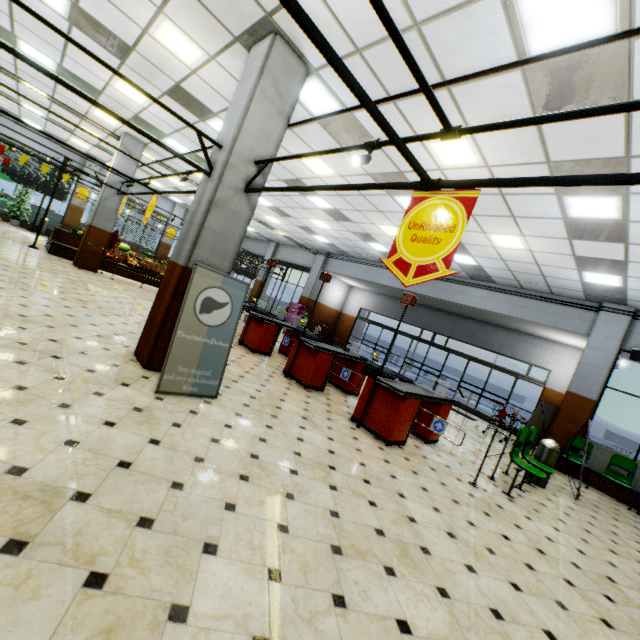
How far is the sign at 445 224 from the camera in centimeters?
230cm

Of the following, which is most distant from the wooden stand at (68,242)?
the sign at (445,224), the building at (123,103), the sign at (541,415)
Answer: the sign at (541,415)

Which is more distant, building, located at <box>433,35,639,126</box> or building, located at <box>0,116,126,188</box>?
building, located at <box>0,116,126,188</box>

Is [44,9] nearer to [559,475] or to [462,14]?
[462,14]

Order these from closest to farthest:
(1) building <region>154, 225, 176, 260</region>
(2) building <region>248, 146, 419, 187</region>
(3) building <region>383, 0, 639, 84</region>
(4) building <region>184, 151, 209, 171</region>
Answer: (3) building <region>383, 0, 639, 84</region>
(2) building <region>248, 146, 419, 187</region>
(4) building <region>184, 151, 209, 171</region>
(1) building <region>154, 225, 176, 260</region>

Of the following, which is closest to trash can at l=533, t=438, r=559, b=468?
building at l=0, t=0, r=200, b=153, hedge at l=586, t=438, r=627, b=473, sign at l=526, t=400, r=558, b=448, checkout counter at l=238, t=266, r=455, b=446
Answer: building at l=0, t=0, r=200, b=153

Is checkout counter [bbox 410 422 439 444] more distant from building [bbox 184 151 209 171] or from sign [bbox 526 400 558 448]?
sign [bbox 526 400 558 448]

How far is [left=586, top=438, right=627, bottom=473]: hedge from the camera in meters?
8.8 m
